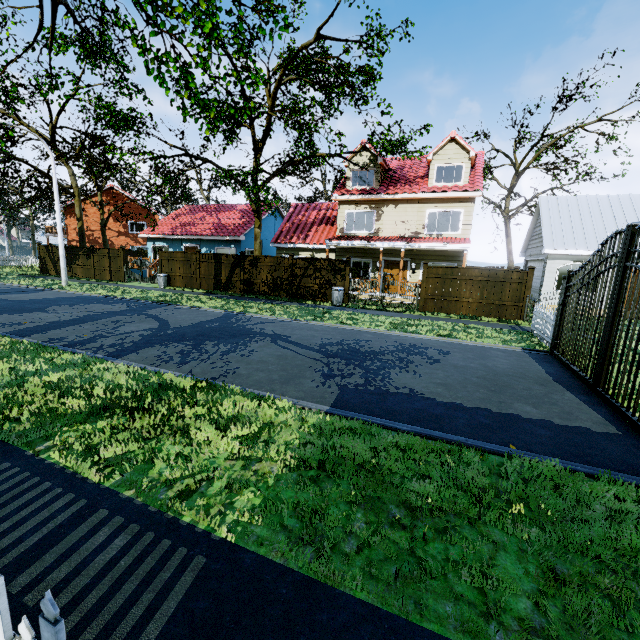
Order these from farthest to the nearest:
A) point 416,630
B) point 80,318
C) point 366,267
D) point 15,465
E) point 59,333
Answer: point 366,267 → point 80,318 → point 59,333 → point 15,465 → point 416,630

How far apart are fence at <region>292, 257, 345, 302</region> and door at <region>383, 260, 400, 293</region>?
4.04m

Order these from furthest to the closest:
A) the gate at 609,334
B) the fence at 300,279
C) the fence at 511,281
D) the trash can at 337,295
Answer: the fence at 300,279, the trash can at 337,295, the fence at 511,281, the gate at 609,334

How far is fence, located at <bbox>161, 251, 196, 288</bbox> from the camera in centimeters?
2097cm

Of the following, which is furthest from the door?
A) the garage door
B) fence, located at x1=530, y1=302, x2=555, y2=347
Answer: fence, located at x1=530, y1=302, x2=555, y2=347

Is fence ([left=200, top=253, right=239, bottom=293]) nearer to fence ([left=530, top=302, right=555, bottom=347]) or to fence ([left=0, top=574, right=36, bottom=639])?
fence ([left=0, top=574, right=36, bottom=639])

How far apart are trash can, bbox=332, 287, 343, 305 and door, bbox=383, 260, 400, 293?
4.2 meters

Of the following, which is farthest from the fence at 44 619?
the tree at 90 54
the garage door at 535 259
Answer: the garage door at 535 259
